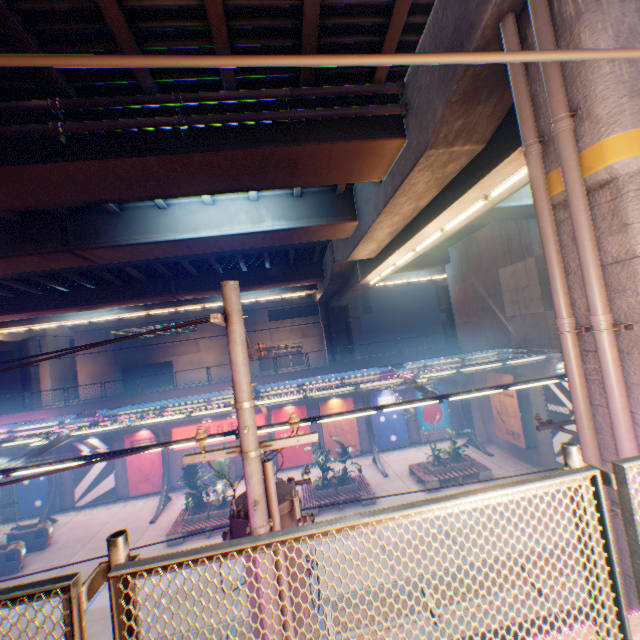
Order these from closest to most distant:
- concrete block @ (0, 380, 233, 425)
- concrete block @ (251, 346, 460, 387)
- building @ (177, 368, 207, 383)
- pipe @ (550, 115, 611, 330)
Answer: pipe @ (550, 115, 611, 330) → concrete block @ (0, 380, 233, 425) → concrete block @ (251, 346, 460, 387) → building @ (177, 368, 207, 383)

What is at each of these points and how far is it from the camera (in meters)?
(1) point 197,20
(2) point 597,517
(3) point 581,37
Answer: (1) overpass support, 6.17
(2) metal fence, 1.66
(3) overpass support, 4.08

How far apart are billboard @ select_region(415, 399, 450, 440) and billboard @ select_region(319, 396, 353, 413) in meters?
4.8 m

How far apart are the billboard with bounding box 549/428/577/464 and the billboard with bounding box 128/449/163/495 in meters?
24.0

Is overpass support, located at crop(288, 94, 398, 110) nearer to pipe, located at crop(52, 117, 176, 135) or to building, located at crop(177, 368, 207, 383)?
pipe, located at crop(52, 117, 176, 135)

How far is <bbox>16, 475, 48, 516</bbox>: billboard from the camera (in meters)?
21.62

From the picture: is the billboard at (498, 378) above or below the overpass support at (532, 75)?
below

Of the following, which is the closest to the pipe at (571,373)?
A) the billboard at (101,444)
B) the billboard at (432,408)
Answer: the billboard at (432,408)
